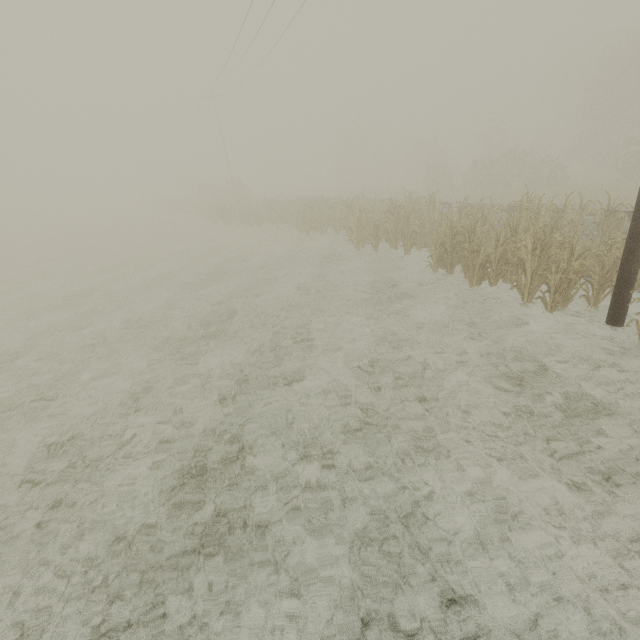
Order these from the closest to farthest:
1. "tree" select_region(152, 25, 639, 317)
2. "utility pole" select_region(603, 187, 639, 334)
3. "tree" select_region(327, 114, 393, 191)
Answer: "utility pole" select_region(603, 187, 639, 334), "tree" select_region(152, 25, 639, 317), "tree" select_region(327, 114, 393, 191)

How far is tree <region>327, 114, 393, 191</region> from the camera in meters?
50.5

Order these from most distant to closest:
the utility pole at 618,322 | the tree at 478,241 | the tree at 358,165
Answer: the tree at 358,165
the tree at 478,241
the utility pole at 618,322

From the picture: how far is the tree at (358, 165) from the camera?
50.5m

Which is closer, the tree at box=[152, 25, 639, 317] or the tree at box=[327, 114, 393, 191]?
the tree at box=[152, 25, 639, 317]

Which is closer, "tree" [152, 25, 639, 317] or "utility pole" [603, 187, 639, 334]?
"utility pole" [603, 187, 639, 334]

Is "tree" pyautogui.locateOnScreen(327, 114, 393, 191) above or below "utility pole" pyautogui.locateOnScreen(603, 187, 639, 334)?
above

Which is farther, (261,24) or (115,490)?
(261,24)
